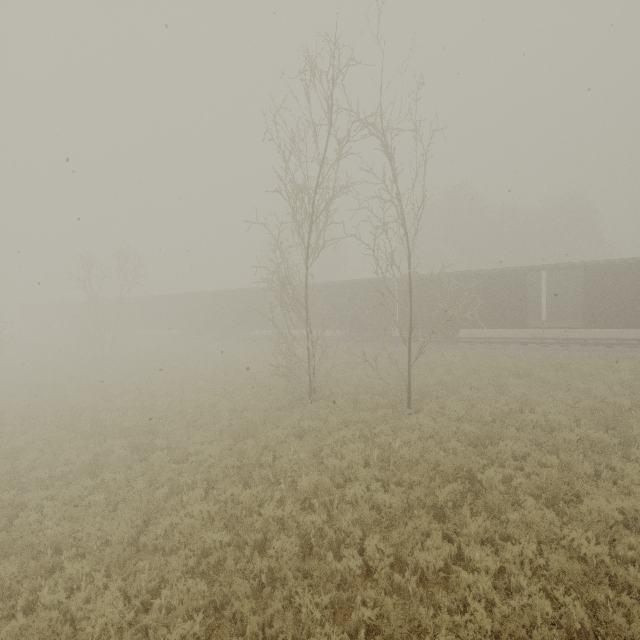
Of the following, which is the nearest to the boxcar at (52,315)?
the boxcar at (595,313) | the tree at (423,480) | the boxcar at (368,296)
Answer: the boxcar at (368,296)

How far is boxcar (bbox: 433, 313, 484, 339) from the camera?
21.1 meters

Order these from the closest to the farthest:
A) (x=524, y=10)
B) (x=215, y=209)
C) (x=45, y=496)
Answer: (x=45, y=496), (x=524, y=10), (x=215, y=209)

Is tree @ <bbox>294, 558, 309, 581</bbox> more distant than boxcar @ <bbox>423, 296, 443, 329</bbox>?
No

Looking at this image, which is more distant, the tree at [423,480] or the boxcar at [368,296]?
the boxcar at [368,296]

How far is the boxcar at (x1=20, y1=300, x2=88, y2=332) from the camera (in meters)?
42.97

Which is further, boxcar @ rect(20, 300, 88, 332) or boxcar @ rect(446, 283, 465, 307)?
boxcar @ rect(20, 300, 88, 332)
